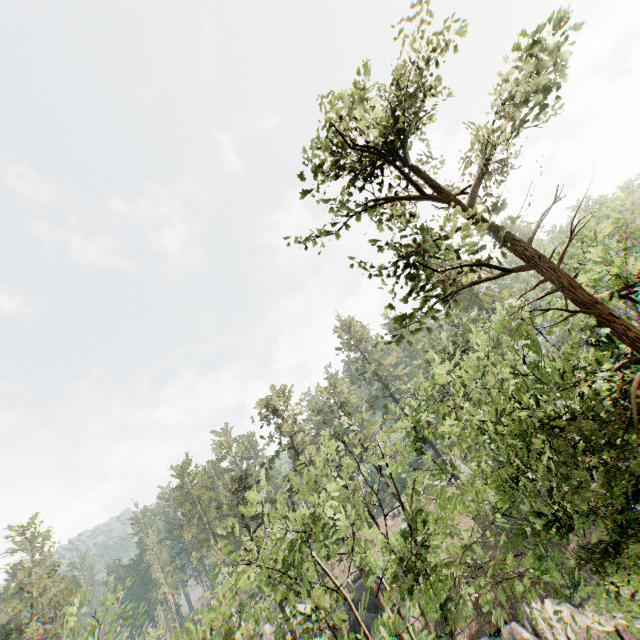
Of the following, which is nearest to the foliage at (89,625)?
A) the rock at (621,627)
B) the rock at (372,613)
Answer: the rock at (621,627)

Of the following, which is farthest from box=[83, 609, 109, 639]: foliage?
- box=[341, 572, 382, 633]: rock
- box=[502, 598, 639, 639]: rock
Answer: box=[341, 572, 382, 633]: rock

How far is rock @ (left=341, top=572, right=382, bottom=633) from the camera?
32.4m

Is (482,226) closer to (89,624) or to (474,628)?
(89,624)

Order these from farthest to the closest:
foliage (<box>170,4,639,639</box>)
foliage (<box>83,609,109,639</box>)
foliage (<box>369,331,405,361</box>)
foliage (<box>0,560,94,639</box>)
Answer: foliage (<box>0,560,94,639</box>)
foliage (<box>83,609,109,639</box>)
foliage (<box>369,331,405,361</box>)
foliage (<box>170,4,639,639</box>)

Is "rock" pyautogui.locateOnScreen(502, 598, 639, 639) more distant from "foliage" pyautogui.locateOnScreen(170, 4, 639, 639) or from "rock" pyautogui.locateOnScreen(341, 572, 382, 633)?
"rock" pyautogui.locateOnScreen(341, 572, 382, 633)

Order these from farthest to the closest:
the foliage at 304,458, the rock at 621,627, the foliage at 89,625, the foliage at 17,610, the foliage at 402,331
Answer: the rock at 621,627
the foliage at 17,610
the foliage at 89,625
the foliage at 402,331
the foliage at 304,458
